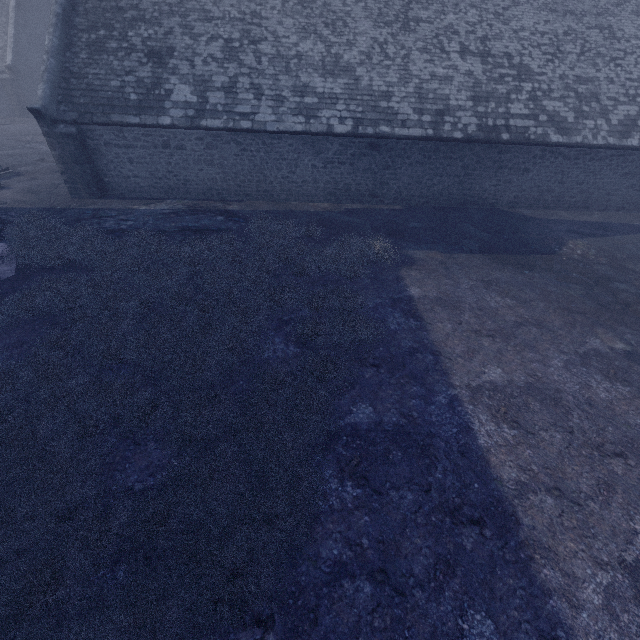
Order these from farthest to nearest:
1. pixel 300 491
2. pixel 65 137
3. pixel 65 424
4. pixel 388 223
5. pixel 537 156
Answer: pixel 537 156, pixel 388 223, pixel 65 137, pixel 65 424, pixel 300 491
